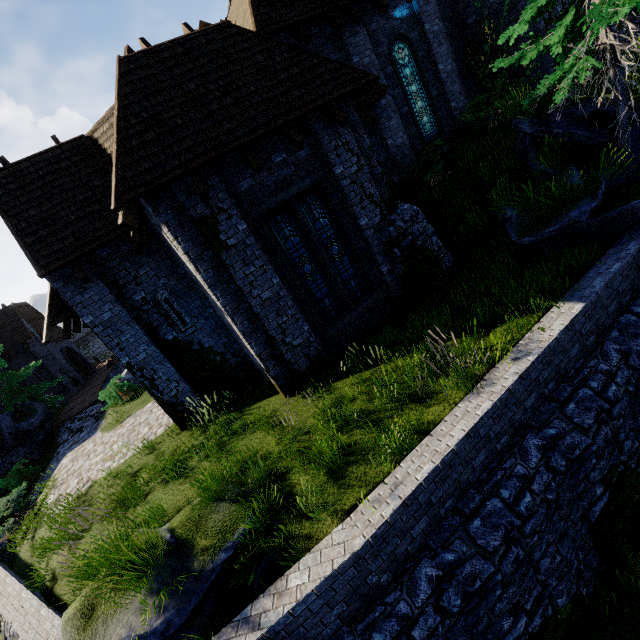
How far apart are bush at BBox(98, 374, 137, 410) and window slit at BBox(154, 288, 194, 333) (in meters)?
9.64

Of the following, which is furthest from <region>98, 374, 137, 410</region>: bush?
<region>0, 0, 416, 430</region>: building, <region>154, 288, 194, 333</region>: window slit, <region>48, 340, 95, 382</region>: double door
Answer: <region>48, 340, 95, 382</region>: double door

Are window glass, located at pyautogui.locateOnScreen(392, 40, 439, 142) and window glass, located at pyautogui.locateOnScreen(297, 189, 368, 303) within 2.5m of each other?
no

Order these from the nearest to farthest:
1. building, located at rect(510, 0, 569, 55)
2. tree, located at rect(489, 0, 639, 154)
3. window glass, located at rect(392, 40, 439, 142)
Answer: tree, located at rect(489, 0, 639, 154) < building, located at rect(510, 0, 569, 55) < window glass, located at rect(392, 40, 439, 142)

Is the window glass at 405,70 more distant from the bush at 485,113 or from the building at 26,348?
the building at 26,348

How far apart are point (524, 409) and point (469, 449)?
1.4m

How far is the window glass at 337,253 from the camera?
8.6 meters

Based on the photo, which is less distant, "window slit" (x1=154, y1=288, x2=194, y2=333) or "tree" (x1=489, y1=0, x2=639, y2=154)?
"tree" (x1=489, y1=0, x2=639, y2=154)
